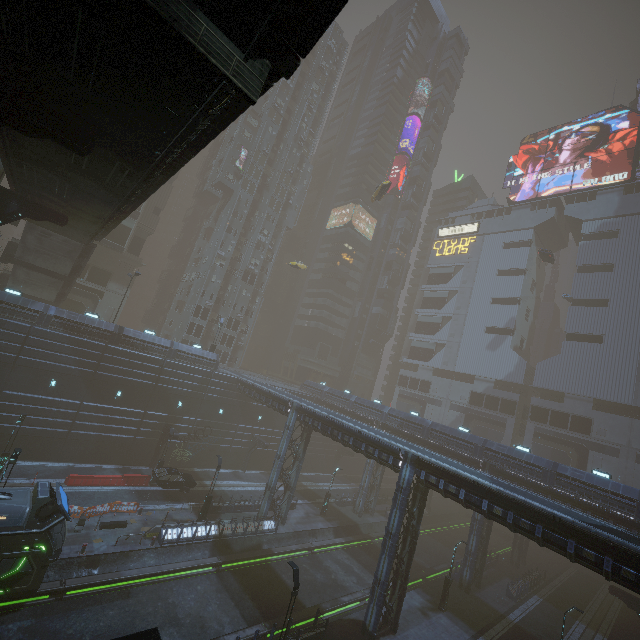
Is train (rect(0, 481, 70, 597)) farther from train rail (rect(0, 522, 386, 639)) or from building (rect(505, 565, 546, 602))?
building (rect(505, 565, 546, 602))

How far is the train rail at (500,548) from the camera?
44.6m

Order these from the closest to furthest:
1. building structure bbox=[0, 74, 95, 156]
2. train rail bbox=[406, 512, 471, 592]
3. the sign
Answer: building structure bbox=[0, 74, 95, 156] → train rail bbox=[406, 512, 471, 592] → the sign

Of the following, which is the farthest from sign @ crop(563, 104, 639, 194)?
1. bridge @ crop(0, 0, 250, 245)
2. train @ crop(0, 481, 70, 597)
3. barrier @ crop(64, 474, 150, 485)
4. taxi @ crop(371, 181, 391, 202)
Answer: train @ crop(0, 481, 70, 597)

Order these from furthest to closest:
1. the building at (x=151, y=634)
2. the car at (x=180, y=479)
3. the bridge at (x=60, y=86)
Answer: the car at (x=180, y=479) < the building at (x=151, y=634) < the bridge at (x=60, y=86)

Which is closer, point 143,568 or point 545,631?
point 143,568

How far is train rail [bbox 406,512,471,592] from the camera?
32.19m

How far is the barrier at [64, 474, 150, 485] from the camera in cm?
2789
